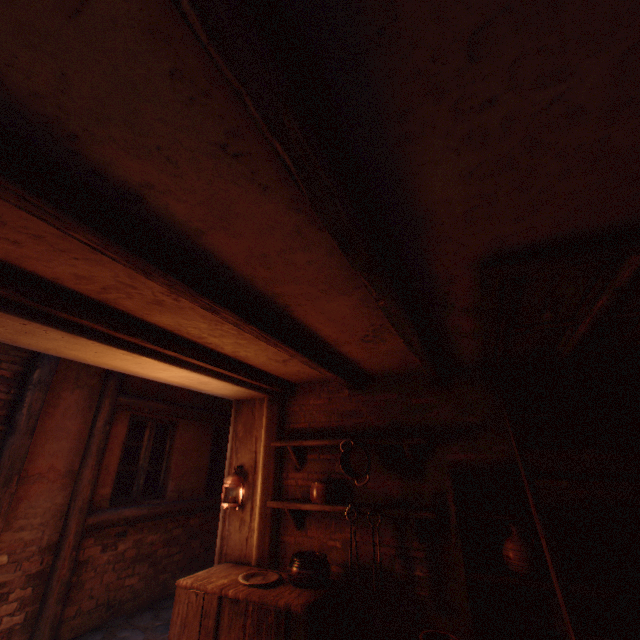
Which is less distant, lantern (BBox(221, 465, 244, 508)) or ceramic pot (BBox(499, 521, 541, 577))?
ceramic pot (BBox(499, 521, 541, 577))

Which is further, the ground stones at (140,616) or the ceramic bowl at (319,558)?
the ground stones at (140,616)

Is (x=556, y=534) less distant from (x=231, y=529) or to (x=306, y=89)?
(x=231, y=529)

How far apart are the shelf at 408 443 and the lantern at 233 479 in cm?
57

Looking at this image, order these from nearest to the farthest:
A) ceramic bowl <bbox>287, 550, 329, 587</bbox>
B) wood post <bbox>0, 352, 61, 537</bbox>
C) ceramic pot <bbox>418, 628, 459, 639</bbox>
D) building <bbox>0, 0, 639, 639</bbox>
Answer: building <bbox>0, 0, 639, 639</bbox> < ceramic pot <bbox>418, 628, 459, 639</bbox> < ceramic bowl <bbox>287, 550, 329, 587</bbox> < wood post <bbox>0, 352, 61, 537</bbox>

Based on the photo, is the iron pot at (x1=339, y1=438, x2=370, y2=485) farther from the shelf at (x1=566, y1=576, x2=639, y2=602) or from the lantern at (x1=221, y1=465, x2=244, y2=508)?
the lantern at (x1=221, y1=465, x2=244, y2=508)

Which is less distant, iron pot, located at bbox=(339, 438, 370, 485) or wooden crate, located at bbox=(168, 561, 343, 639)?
wooden crate, located at bbox=(168, 561, 343, 639)

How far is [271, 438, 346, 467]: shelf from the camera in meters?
3.9
